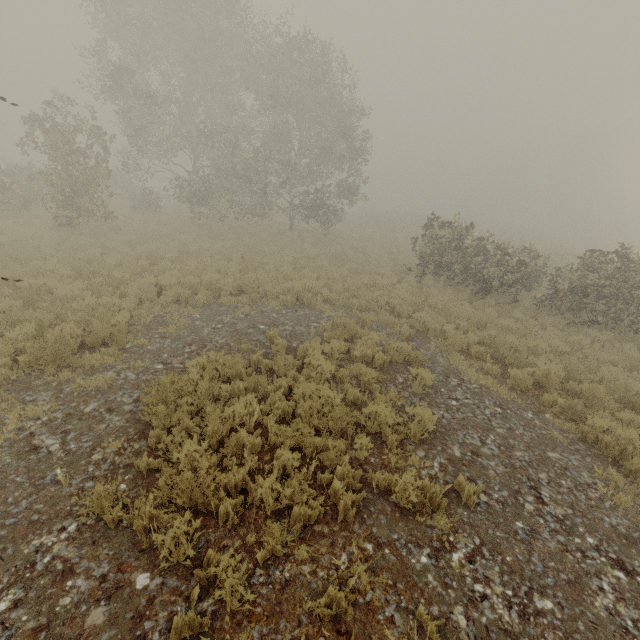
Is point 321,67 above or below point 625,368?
above
